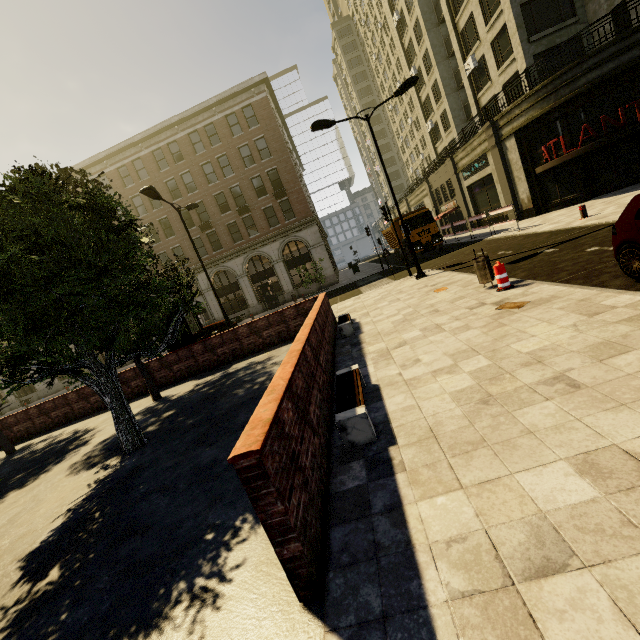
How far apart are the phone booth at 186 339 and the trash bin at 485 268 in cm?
1050

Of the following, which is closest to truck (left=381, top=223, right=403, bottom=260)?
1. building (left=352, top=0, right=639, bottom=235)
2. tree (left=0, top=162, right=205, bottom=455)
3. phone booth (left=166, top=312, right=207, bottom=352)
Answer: building (left=352, top=0, right=639, bottom=235)

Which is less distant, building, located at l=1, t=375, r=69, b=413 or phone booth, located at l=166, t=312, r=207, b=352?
phone booth, located at l=166, t=312, r=207, b=352

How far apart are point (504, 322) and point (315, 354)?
3.6m

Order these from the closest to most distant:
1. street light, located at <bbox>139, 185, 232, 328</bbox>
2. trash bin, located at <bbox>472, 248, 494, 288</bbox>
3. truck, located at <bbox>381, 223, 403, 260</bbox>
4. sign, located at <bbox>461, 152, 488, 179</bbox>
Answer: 1. trash bin, located at <bbox>472, 248, 494, 288</bbox>
2. street light, located at <bbox>139, 185, 232, 328</bbox>
3. sign, located at <bbox>461, 152, 488, 179</bbox>
4. truck, located at <bbox>381, 223, 403, 260</bbox>

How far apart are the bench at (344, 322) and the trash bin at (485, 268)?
3.6m

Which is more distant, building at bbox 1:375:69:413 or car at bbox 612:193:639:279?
building at bbox 1:375:69:413

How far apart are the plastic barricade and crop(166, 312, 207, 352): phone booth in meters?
10.9
